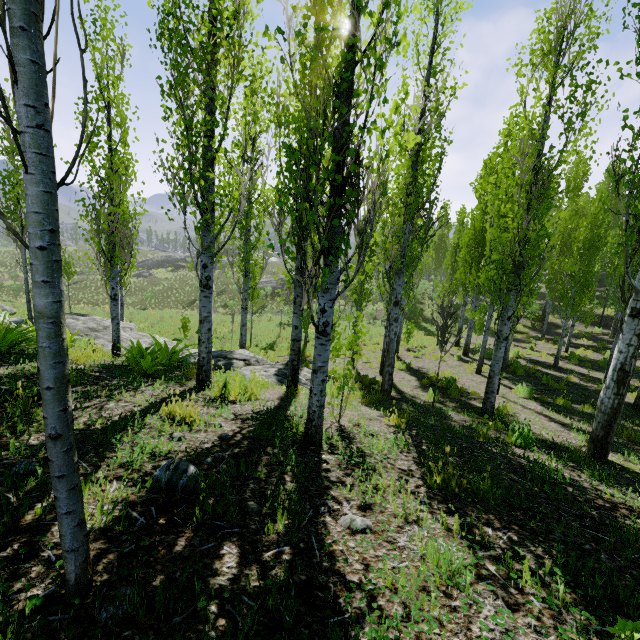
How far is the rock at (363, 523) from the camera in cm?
223

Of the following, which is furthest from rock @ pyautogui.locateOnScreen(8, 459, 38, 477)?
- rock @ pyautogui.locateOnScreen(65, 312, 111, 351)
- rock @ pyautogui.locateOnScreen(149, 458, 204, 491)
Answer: rock @ pyautogui.locateOnScreen(149, 458, 204, 491)

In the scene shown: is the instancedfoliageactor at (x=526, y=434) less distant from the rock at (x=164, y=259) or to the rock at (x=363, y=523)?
the rock at (x=363, y=523)

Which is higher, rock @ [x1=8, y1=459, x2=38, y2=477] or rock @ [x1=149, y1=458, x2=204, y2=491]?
rock @ [x1=8, y1=459, x2=38, y2=477]

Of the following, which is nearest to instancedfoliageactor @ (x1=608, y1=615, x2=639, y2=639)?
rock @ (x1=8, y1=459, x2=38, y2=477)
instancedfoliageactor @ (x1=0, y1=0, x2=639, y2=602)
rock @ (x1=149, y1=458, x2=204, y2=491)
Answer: rock @ (x1=8, y1=459, x2=38, y2=477)

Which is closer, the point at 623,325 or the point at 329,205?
the point at 329,205

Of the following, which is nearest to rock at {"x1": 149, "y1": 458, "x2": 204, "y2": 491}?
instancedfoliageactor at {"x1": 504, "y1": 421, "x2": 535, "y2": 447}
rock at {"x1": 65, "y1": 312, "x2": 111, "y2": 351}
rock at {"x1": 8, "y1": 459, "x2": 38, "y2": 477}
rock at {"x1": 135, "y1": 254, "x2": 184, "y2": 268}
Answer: instancedfoliageactor at {"x1": 504, "y1": 421, "x2": 535, "y2": 447}

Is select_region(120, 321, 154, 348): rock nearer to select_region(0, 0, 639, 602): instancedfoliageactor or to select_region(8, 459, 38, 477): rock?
select_region(0, 0, 639, 602): instancedfoliageactor
